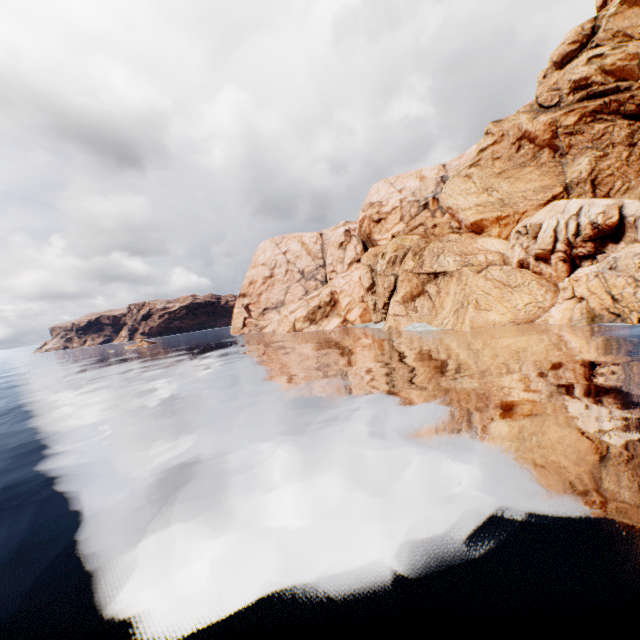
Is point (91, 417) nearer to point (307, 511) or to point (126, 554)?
point (126, 554)
